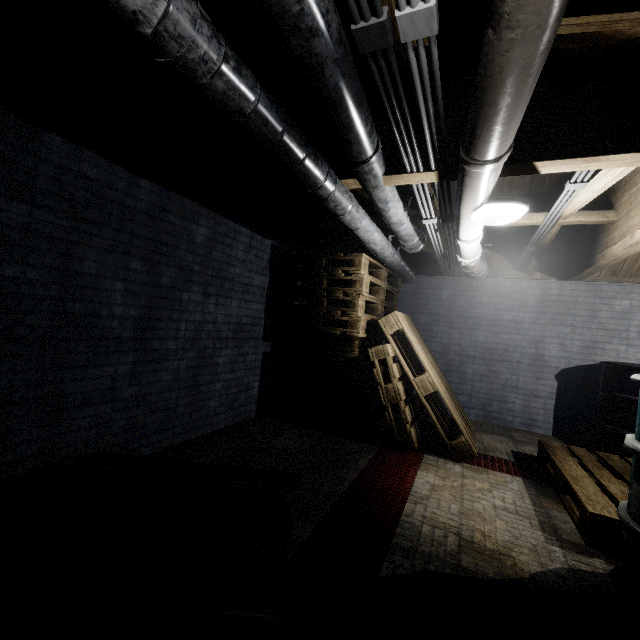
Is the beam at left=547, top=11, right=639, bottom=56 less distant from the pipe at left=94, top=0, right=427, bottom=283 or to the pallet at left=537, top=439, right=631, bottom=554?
the pipe at left=94, top=0, right=427, bottom=283

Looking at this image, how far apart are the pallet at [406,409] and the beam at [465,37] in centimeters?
79cm

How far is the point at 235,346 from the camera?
3.2 meters

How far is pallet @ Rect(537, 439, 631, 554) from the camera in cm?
184

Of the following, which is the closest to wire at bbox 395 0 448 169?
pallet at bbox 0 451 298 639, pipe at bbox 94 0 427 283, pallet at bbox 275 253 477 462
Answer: pipe at bbox 94 0 427 283

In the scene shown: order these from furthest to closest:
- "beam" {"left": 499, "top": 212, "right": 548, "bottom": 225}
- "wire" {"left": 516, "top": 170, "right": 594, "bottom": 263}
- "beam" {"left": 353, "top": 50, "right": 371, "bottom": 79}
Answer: "beam" {"left": 499, "top": 212, "right": 548, "bottom": 225} < "wire" {"left": 516, "top": 170, "right": 594, "bottom": 263} < "beam" {"left": 353, "top": 50, "right": 371, "bottom": 79}

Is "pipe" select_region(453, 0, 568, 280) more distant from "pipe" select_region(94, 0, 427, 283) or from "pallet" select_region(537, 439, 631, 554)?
"pallet" select_region(537, 439, 631, 554)

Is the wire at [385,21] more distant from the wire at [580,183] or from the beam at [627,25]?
the wire at [580,183]
